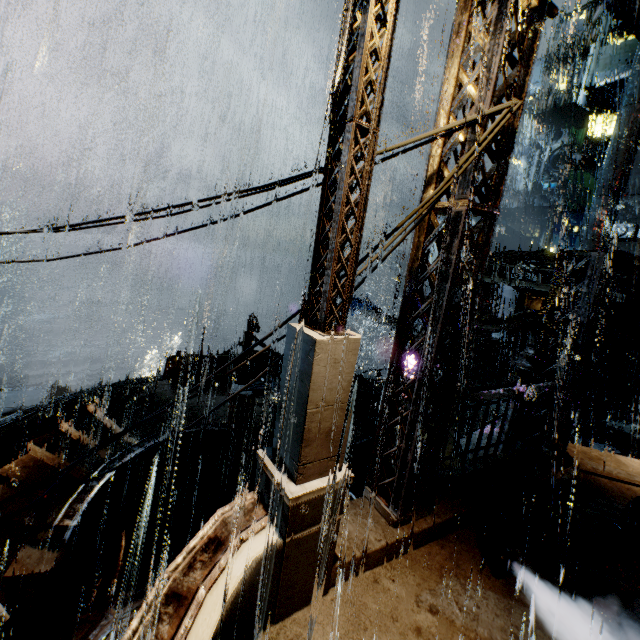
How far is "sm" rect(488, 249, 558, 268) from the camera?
19.6m

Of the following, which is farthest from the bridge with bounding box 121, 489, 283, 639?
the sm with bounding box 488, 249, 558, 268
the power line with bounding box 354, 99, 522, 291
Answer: the sm with bounding box 488, 249, 558, 268

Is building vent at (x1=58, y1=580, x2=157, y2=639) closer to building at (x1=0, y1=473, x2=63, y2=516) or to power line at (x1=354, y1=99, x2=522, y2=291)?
building at (x1=0, y1=473, x2=63, y2=516)

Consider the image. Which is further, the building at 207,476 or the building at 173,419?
the building at 173,419

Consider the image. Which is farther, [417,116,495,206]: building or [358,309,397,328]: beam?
[358,309,397,328]: beam

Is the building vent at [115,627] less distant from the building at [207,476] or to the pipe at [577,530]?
the building at [207,476]

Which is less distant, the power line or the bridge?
the bridge

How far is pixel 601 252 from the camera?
6.5 meters
